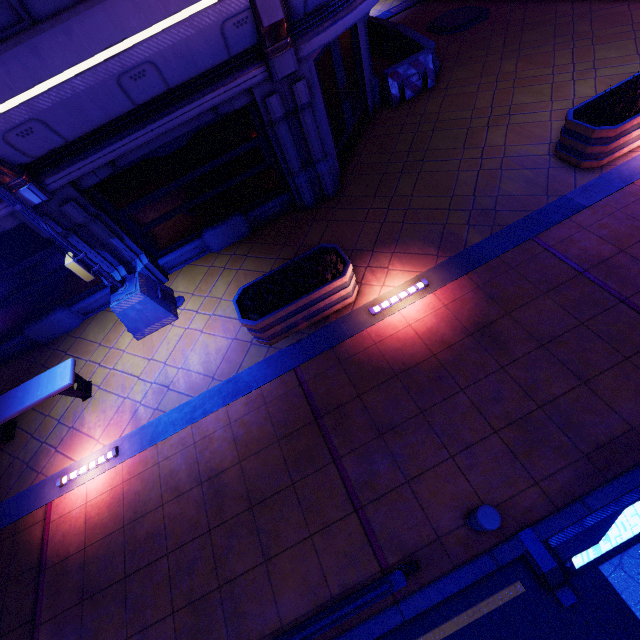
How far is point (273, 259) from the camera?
7.57m

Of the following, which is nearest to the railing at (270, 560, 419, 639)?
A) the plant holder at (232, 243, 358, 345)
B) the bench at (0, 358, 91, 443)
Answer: the plant holder at (232, 243, 358, 345)

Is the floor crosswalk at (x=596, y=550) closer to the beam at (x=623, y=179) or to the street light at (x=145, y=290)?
the beam at (x=623, y=179)

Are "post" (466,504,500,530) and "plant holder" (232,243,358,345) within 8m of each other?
yes

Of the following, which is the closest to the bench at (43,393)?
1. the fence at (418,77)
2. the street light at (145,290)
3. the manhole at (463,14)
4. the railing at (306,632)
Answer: the street light at (145,290)

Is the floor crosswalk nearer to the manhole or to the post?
the post

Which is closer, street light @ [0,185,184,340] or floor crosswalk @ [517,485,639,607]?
floor crosswalk @ [517,485,639,607]

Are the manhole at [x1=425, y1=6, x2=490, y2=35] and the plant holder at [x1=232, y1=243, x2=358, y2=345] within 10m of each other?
no
